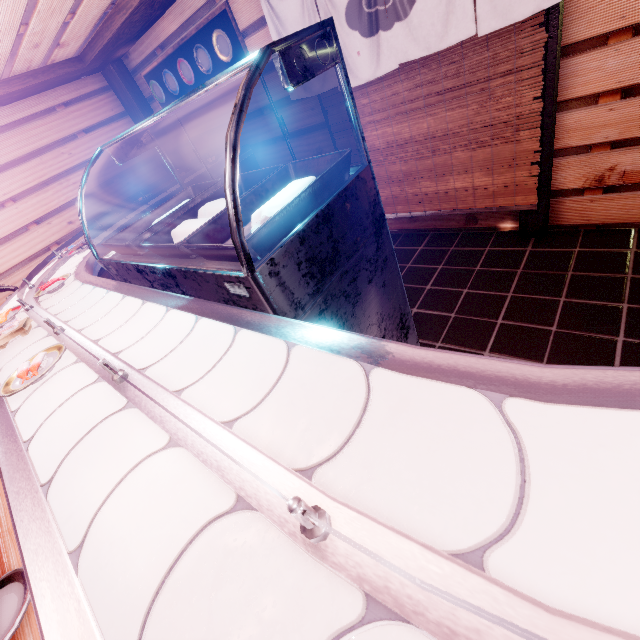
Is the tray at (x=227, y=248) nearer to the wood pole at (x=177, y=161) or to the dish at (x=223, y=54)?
the dish at (x=223, y=54)

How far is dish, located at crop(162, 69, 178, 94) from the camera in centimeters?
742cm

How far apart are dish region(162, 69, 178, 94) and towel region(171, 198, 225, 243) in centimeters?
668cm

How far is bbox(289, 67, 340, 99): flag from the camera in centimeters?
499cm

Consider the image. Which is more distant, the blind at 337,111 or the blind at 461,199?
the blind at 337,111

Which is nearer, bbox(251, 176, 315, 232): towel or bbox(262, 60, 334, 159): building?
bbox(251, 176, 315, 232): towel

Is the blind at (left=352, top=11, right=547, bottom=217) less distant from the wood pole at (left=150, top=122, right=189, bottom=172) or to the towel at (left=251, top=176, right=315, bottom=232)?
the towel at (left=251, top=176, right=315, bottom=232)

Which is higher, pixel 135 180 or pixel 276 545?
pixel 135 180
